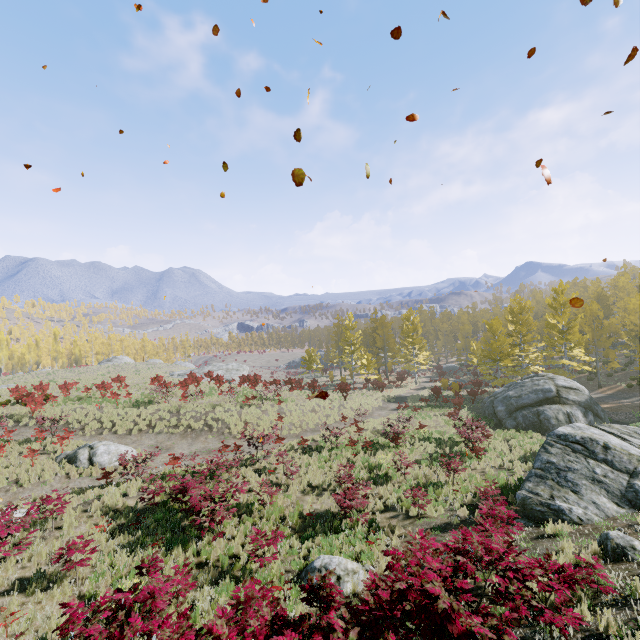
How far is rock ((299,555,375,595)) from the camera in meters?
7.9

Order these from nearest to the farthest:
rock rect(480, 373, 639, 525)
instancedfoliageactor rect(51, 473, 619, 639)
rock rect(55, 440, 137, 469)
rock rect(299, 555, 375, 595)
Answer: instancedfoliageactor rect(51, 473, 619, 639) → rock rect(299, 555, 375, 595) → rock rect(480, 373, 639, 525) → rock rect(55, 440, 137, 469)

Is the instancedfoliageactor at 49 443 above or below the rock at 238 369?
below

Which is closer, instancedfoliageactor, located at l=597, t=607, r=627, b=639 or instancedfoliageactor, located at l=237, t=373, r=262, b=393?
instancedfoliageactor, located at l=597, t=607, r=627, b=639

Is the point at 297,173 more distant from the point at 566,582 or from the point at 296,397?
the point at 296,397

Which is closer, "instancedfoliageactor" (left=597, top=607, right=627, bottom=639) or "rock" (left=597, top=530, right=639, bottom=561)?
"instancedfoliageactor" (left=597, top=607, right=627, bottom=639)

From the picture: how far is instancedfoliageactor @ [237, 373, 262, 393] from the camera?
30.75m

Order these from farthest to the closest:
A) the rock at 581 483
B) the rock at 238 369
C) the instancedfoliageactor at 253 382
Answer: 1. the rock at 238 369
2. the instancedfoliageactor at 253 382
3. the rock at 581 483
